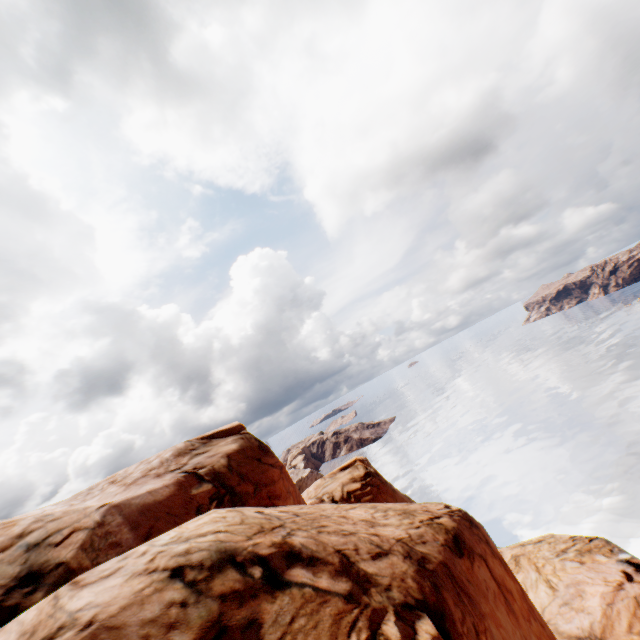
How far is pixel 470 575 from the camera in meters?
7.9 m
